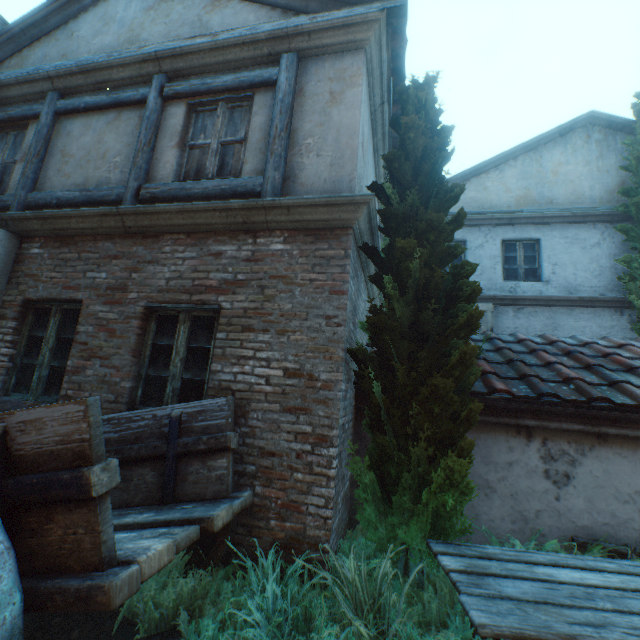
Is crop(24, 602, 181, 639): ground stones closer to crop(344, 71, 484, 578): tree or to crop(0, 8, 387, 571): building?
crop(0, 8, 387, 571): building

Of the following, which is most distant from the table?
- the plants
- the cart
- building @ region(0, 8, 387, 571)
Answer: the cart

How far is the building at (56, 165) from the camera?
4.6 meters

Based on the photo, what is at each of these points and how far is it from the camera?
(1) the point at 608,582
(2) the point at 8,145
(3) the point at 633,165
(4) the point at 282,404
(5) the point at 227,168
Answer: (1) table, 2.4 meters
(2) building, 5.4 meters
(3) tree, 8.2 meters
(4) building, 3.3 meters
(5) building, 4.3 meters

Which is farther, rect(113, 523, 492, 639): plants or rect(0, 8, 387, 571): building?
rect(0, 8, 387, 571): building

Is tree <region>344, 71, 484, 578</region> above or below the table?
above

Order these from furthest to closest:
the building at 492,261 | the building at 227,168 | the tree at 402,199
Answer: the building at 492,261 → the building at 227,168 → the tree at 402,199
